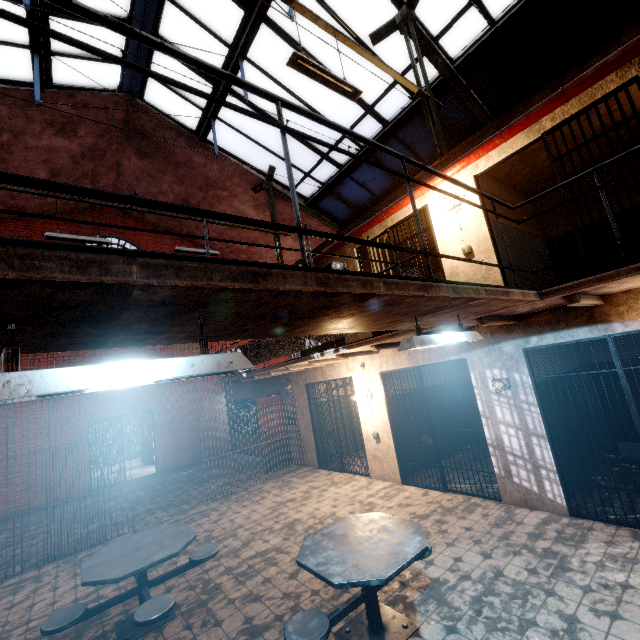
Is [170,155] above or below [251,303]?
above

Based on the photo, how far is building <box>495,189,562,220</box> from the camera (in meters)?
6.49

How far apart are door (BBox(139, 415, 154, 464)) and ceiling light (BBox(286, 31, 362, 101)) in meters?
14.8

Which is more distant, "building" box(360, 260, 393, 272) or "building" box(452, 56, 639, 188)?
"building" box(360, 260, 393, 272)

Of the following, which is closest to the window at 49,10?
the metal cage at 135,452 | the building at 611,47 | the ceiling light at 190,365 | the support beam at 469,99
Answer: the support beam at 469,99

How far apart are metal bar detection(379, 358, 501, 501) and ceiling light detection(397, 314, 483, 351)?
2.5m

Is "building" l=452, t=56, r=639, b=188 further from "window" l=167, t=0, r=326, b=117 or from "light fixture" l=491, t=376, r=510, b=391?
"window" l=167, t=0, r=326, b=117

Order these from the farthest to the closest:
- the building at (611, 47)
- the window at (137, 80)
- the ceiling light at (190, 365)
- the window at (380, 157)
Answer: the window at (380, 157)
the window at (137, 80)
the building at (611, 47)
the ceiling light at (190, 365)
